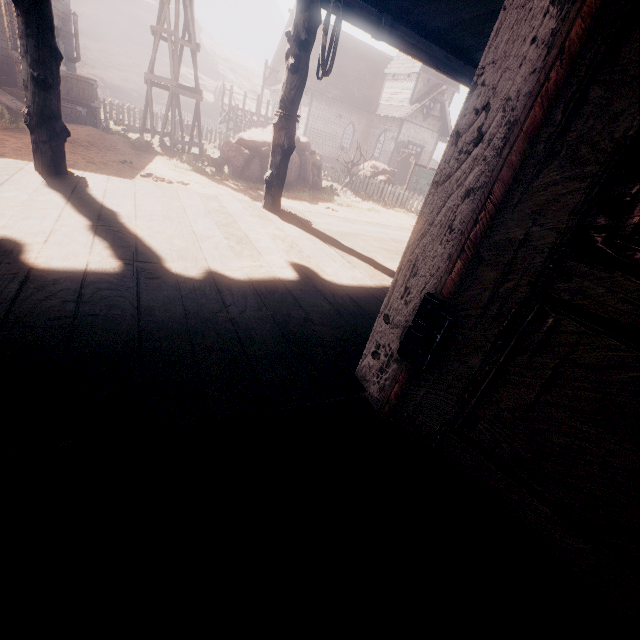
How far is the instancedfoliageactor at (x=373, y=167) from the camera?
16.02m

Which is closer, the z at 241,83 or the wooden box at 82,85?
the wooden box at 82,85

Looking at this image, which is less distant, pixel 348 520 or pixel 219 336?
pixel 348 520

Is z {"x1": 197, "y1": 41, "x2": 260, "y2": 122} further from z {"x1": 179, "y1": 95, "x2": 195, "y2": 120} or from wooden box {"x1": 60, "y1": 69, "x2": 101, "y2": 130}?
wooden box {"x1": 60, "y1": 69, "x2": 101, "y2": 130}

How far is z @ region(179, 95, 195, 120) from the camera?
31.30m

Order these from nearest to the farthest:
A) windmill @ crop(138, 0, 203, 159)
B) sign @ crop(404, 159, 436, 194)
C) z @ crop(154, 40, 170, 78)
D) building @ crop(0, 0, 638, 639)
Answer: building @ crop(0, 0, 638, 639)
windmill @ crop(138, 0, 203, 159)
sign @ crop(404, 159, 436, 194)
z @ crop(154, 40, 170, 78)

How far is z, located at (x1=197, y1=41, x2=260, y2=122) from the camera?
33.22m

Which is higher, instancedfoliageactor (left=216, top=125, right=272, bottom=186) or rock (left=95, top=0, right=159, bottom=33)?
rock (left=95, top=0, right=159, bottom=33)
